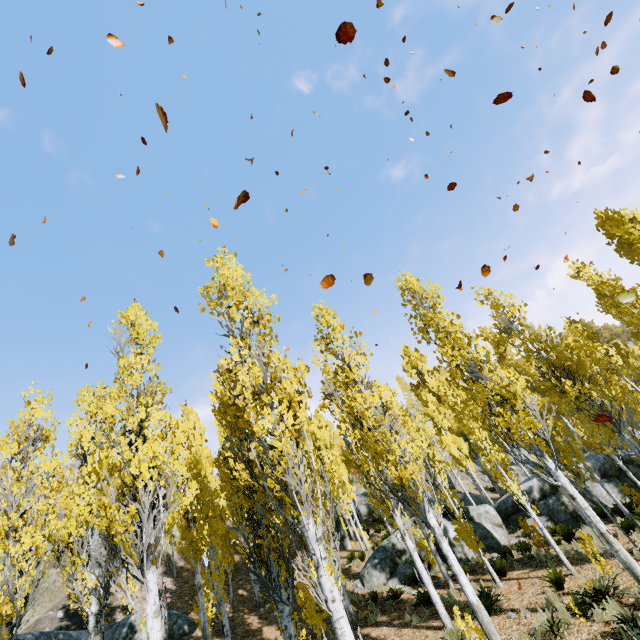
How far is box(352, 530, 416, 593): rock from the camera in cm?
1550

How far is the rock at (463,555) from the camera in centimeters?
1569cm

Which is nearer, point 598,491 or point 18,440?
point 18,440

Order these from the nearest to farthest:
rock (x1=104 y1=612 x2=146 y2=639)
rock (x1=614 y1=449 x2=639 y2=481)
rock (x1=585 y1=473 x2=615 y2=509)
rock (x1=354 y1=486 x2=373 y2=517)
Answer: rock (x1=104 y1=612 x2=146 y2=639) < rock (x1=585 y1=473 x2=615 y2=509) < rock (x1=614 y1=449 x2=639 y2=481) < rock (x1=354 y1=486 x2=373 y2=517)

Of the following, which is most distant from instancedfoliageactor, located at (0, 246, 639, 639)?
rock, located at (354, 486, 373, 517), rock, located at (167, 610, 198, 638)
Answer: rock, located at (167, 610, 198, 638)

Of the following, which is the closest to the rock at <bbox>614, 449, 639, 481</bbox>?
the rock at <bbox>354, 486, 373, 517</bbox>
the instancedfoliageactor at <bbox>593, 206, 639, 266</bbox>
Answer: the instancedfoliageactor at <bbox>593, 206, 639, 266</bbox>

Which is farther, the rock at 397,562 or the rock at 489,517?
the rock at 489,517
